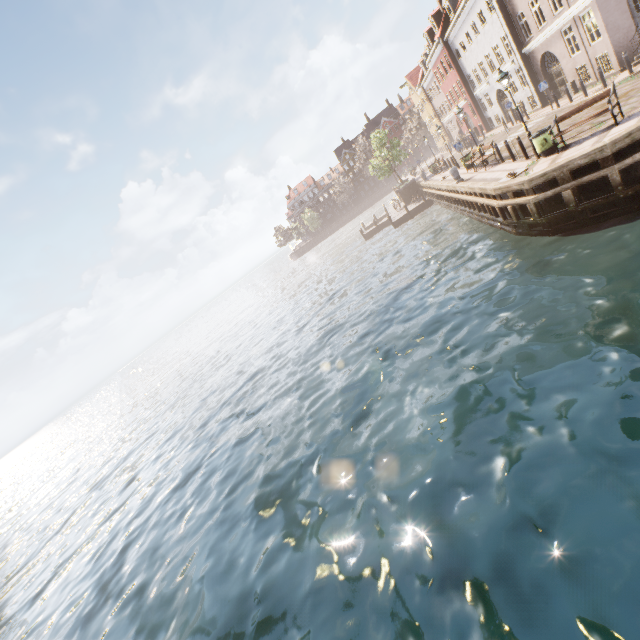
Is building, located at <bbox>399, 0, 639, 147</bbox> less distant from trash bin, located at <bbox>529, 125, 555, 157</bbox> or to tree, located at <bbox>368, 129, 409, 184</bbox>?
tree, located at <bbox>368, 129, 409, 184</bbox>

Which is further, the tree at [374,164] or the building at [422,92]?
the tree at [374,164]

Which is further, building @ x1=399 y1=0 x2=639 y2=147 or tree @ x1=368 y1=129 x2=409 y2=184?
tree @ x1=368 y1=129 x2=409 y2=184

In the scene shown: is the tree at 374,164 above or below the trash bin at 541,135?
above

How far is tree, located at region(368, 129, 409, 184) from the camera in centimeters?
3753cm

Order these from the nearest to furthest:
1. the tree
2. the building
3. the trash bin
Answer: the trash bin, the building, the tree

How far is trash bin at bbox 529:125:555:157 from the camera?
12.4m

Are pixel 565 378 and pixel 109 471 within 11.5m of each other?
no
